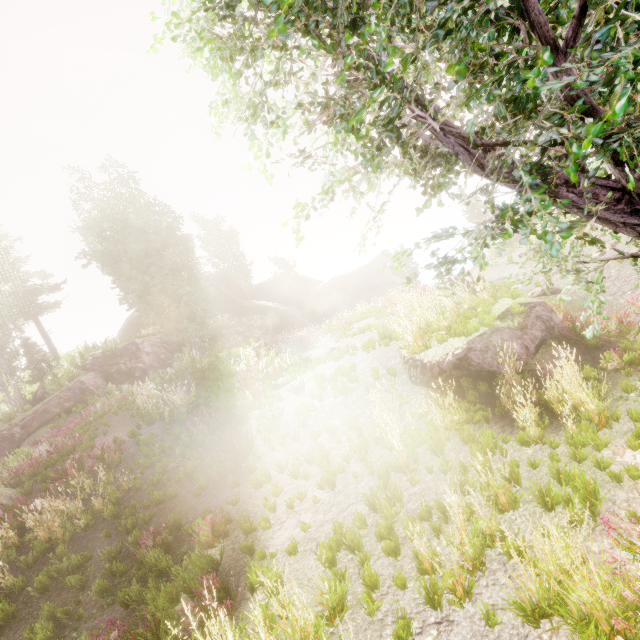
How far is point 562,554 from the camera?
2.79m

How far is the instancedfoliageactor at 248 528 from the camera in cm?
573

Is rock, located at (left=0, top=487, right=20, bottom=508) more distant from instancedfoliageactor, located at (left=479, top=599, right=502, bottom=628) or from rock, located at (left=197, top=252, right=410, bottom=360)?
rock, located at (left=197, top=252, right=410, bottom=360)

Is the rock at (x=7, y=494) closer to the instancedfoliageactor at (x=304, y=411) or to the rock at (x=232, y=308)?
the instancedfoliageactor at (x=304, y=411)

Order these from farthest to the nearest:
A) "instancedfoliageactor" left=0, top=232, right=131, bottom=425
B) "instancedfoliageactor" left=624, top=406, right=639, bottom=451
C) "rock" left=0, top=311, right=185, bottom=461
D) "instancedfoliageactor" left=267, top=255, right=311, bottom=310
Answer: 1. "instancedfoliageactor" left=267, top=255, right=311, bottom=310
2. "instancedfoliageactor" left=0, top=232, right=131, bottom=425
3. "rock" left=0, top=311, right=185, bottom=461
4. "instancedfoliageactor" left=624, top=406, right=639, bottom=451

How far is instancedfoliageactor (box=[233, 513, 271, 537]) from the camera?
5.73m

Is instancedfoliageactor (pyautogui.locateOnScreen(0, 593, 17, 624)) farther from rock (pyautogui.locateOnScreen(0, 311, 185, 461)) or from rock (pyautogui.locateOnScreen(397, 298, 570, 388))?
rock (pyautogui.locateOnScreen(397, 298, 570, 388))
